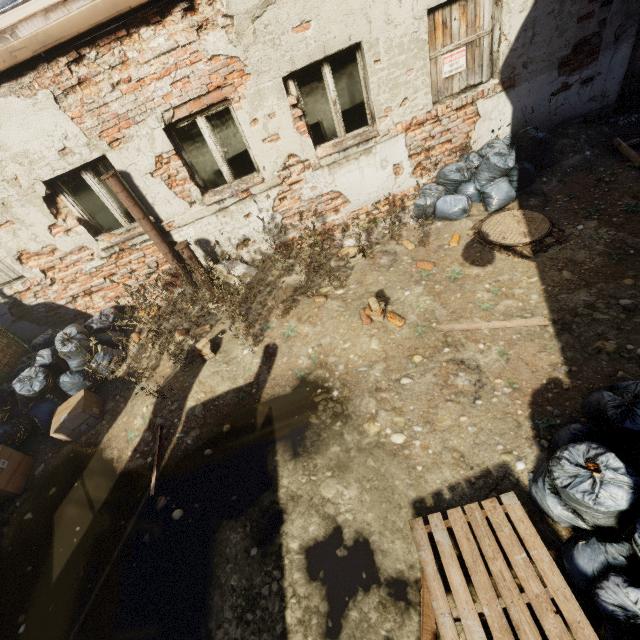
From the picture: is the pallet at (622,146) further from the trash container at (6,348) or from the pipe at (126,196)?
the trash container at (6,348)

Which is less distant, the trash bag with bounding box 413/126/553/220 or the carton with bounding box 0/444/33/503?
the carton with bounding box 0/444/33/503

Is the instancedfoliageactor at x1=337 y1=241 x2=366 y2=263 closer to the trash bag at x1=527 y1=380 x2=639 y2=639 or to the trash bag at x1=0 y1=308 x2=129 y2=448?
the trash bag at x1=527 y1=380 x2=639 y2=639

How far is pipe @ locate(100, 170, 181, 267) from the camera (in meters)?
4.57

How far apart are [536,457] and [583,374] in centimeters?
101cm

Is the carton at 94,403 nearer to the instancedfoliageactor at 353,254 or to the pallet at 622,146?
the instancedfoliageactor at 353,254

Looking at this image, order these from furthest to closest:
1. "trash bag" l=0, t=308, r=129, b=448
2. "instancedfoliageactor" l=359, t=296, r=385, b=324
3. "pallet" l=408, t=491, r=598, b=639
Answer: "trash bag" l=0, t=308, r=129, b=448, "instancedfoliageactor" l=359, t=296, r=385, b=324, "pallet" l=408, t=491, r=598, b=639

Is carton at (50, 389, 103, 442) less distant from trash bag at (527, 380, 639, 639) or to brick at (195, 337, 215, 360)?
brick at (195, 337, 215, 360)
